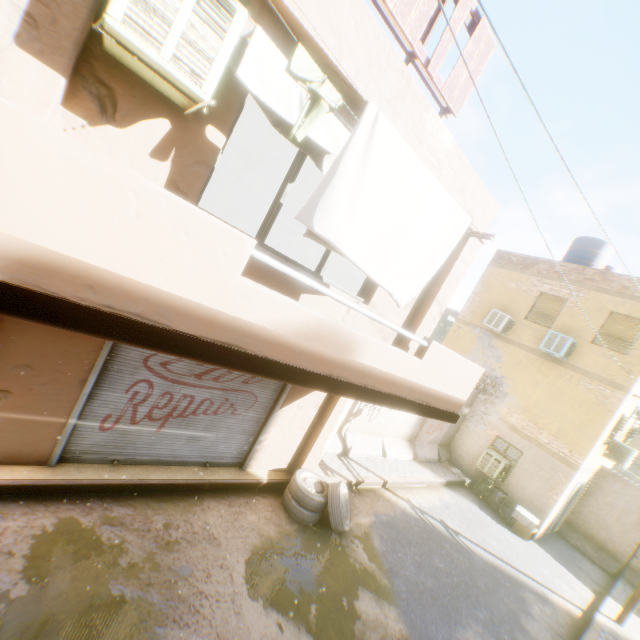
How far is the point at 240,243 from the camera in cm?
254

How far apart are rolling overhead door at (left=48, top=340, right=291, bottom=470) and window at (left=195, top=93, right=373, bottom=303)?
1.34m

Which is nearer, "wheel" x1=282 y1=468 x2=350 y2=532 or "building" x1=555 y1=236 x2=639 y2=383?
"wheel" x1=282 y1=468 x2=350 y2=532

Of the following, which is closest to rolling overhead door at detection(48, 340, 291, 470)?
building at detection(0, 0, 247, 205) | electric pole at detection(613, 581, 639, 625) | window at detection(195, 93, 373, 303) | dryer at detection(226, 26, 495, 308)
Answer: building at detection(0, 0, 247, 205)

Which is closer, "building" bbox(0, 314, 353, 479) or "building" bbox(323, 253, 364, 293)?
"building" bbox(0, 314, 353, 479)

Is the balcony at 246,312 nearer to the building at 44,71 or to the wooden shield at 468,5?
the building at 44,71

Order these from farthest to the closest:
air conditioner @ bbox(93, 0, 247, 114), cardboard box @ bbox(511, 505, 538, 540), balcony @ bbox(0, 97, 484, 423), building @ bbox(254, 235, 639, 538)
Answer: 1. cardboard box @ bbox(511, 505, 538, 540)
2. building @ bbox(254, 235, 639, 538)
3. air conditioner @ bbox(93, 0, 247, 114)
4. balcony @ bbox(0, 97, 484, 423)

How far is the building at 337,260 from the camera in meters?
8.5 m
